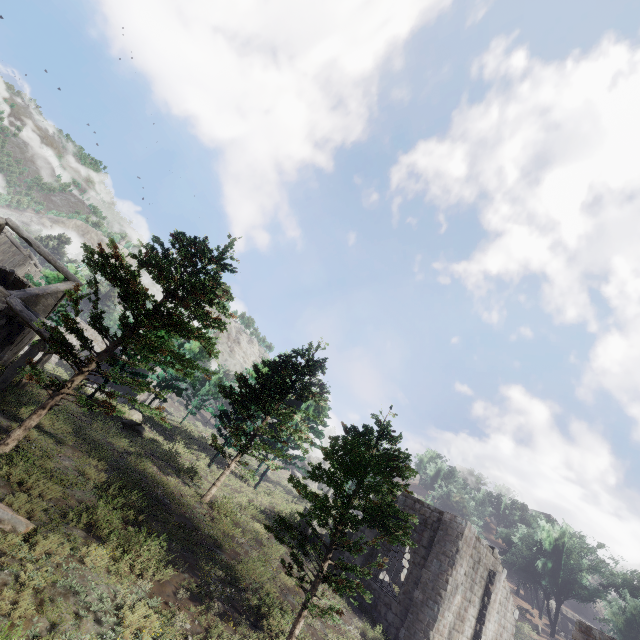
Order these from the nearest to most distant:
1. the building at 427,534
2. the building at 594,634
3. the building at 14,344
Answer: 1. the building at 594,634
2. the building at 14,344
3. the building at 427,534

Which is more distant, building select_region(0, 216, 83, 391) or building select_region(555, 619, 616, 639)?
building select_region(0, 216, 83, 391)

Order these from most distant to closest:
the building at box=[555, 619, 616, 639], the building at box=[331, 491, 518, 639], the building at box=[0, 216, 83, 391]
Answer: the building at box=[331, 491, 518, 639] → the building at box=[0, 216, 83, 391] → the building at box=[555, 619, 616, 639]

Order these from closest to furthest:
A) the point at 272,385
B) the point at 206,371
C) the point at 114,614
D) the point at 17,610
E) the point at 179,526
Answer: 1. the point at 17,610
2. the point at 114,614
3. the point at 179,526
4. the point at 206,371
5. the point at 272,385

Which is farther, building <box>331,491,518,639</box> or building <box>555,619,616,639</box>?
building <box>331,491,518,639</box>

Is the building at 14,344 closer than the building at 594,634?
No
